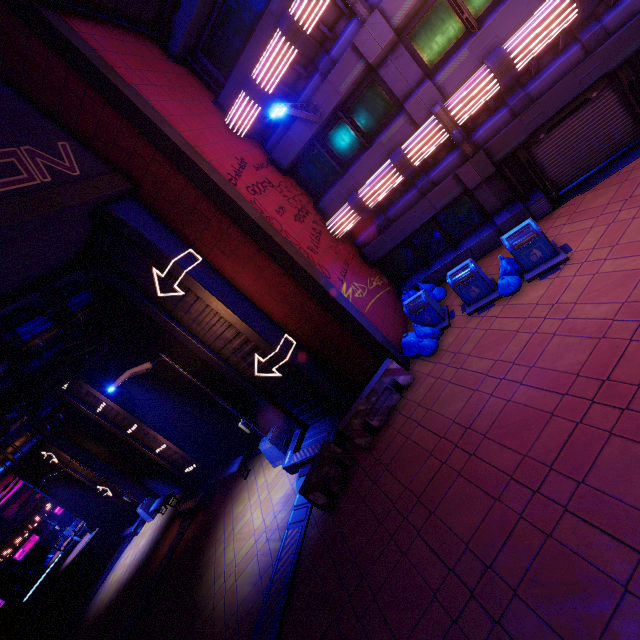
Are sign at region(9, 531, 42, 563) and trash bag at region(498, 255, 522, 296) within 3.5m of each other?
no

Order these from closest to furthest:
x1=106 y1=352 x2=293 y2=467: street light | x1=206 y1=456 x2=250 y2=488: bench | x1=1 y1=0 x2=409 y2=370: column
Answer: x1=1 y1=0 x2=409 y2=370: column, x1=106 y1=352 x2=293 y2=467: street light, x1=206 y1=456 x2=250 y2=488: bench

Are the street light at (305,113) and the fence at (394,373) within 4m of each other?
no

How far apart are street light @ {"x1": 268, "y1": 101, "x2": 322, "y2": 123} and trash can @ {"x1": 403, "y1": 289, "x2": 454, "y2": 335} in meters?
6.2

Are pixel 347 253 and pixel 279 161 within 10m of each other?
yes

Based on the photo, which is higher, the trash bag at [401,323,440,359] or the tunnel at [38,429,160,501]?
the tunnel at [38,429,160,501]

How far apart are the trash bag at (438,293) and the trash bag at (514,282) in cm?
214

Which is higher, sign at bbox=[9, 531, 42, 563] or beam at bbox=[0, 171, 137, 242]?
beam at bbox=[0, 171, 137, 242]
